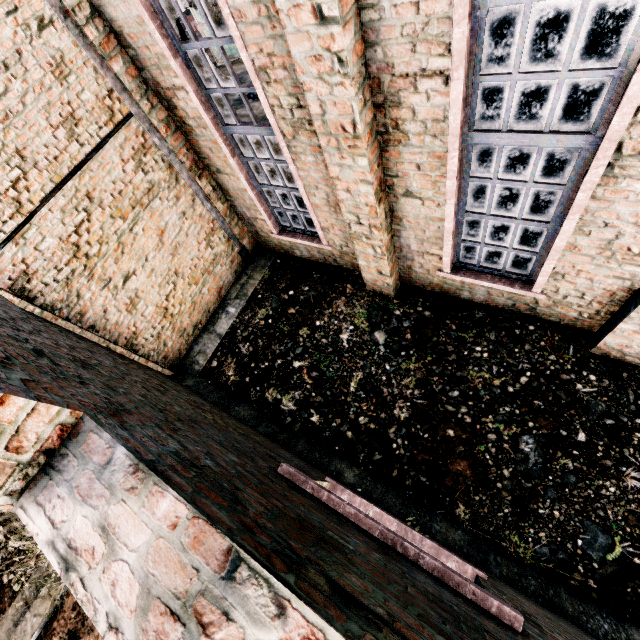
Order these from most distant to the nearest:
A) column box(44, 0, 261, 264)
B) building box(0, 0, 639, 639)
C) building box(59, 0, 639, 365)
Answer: column box(44, 0, 261, 264) < building box(59, 0, 639, 365) < building box(0, 0, 639, 639)

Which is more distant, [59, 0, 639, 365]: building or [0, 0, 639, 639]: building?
[59, 0, 639, 365]: building

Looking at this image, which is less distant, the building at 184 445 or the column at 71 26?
the building at 184 445

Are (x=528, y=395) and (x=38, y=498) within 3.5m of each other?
no

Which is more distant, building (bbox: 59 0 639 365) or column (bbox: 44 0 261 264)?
column (bbox: 44 0 261 264)

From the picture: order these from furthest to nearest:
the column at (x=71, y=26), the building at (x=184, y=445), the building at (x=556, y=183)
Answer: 1. the column at (x=71, y=26)
2. the building at (x=556, y=183)
3. the building at (x=184, y=445)
